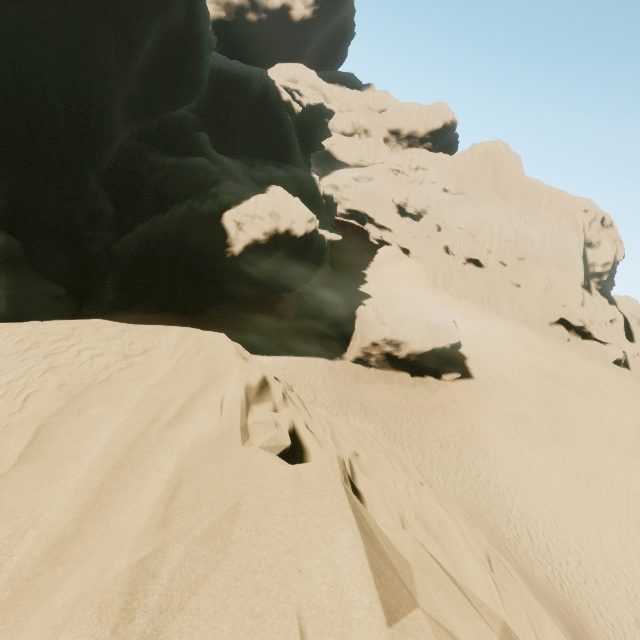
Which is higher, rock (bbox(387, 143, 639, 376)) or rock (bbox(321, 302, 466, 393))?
rock (bbox(387, 143, 639, 376))

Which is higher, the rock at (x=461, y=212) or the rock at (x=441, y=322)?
the rock at (x=461, y=212)

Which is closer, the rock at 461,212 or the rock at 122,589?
the rock at 122,589

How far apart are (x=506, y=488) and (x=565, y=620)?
7.7m

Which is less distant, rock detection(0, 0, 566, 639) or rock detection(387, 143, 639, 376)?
rock detection(0, 0, 566, 639)

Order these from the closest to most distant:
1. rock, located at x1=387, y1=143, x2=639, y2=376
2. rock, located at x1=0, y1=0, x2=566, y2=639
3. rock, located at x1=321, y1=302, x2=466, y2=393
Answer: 1. rock, located at x1=0, y1=0, x2=566, y2=639
2. rock, located at x1=321, y1=302, x2=466, y2=393
3. rock, located at x1=387, y1=143, x2=639, y2=376

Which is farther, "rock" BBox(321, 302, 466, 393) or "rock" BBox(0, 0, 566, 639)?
"rock" BBox(321, 302, 466, 393)
